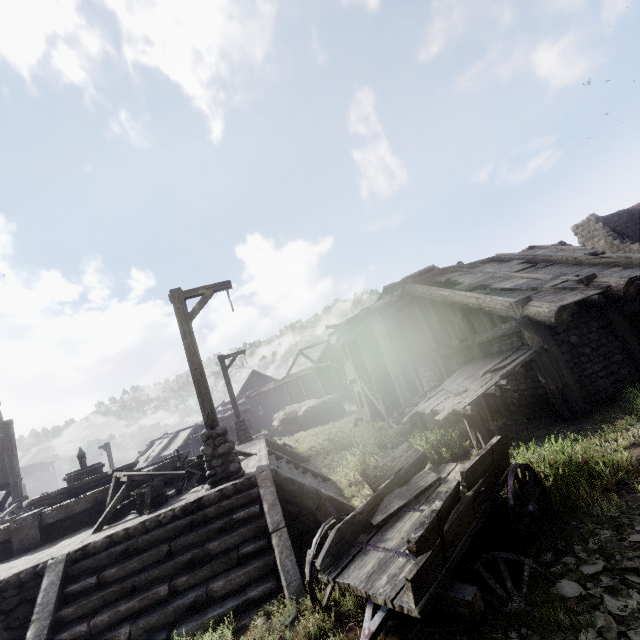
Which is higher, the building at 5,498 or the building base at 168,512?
the building at 5,498

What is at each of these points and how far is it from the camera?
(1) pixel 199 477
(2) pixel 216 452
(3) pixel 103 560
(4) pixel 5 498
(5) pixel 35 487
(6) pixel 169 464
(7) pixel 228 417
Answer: (1) broken furniture, 8.3 meters
(2) wooden lamp post, 7.1 meters
(3) stairs, 5.6 meters
(4) building, 20.9 meters
(5) building, 56.3 meters
(6) fountain, 10.5 meters
(7) building, 28.4 meters

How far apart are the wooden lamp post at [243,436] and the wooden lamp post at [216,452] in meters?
9.1

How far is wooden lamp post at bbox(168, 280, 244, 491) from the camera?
7.0m

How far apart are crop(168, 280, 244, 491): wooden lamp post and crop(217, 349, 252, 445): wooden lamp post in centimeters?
908cm

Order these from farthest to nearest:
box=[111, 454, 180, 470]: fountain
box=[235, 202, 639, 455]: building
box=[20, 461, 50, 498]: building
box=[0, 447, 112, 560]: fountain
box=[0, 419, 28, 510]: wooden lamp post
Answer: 1. box=[20, 461, 50, 498]: building
2. box=[0, 419, 28, 510]: wooden lamp post
3. box=[111, 454, 180, 470]: fountain
4. box=[235, 202, 639, 455]: building
5. box=[0, 447, 112, 560]: fountain

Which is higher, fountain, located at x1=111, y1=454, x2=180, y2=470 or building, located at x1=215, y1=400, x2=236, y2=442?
building, located at x1=215, y1=400, x2=236, y2=442
